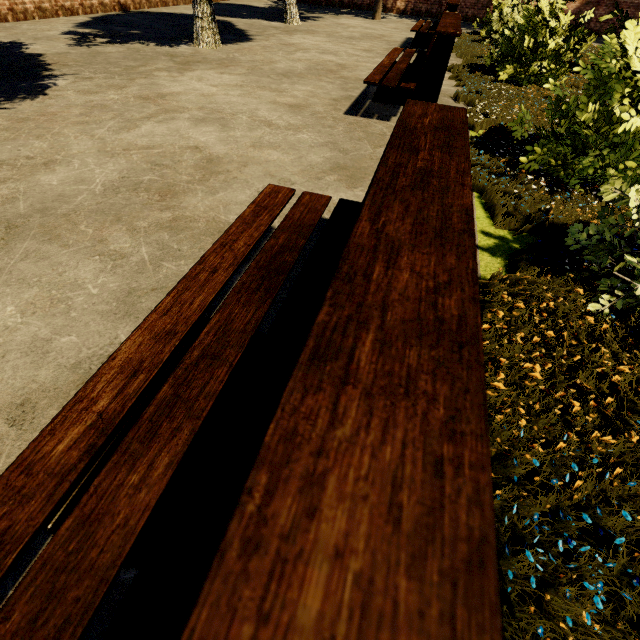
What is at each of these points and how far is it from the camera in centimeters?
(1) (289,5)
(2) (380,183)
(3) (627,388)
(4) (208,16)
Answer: (1) tree, 948cm
(2) bench, 81cm
(3) plant, 142cm
(4) tree, 615cm

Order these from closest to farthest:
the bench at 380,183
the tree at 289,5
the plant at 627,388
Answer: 1. the bench at 380,183
2. the plant at 627,388
3. the tree at 289,5

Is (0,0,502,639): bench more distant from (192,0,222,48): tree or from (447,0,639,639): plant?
(192,0,222,48): tree

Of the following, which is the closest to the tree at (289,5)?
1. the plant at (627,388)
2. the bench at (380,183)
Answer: the plant at (627,388)

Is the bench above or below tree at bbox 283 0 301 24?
above

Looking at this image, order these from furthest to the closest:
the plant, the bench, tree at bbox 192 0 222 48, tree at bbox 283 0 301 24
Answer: tree at bbox 283 0 301 24, tree at bbox 192 0 222 48, the plant, the bench

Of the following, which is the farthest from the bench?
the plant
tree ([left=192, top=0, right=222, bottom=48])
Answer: tree ([left=192, top=0, right=222, bottom=48])
